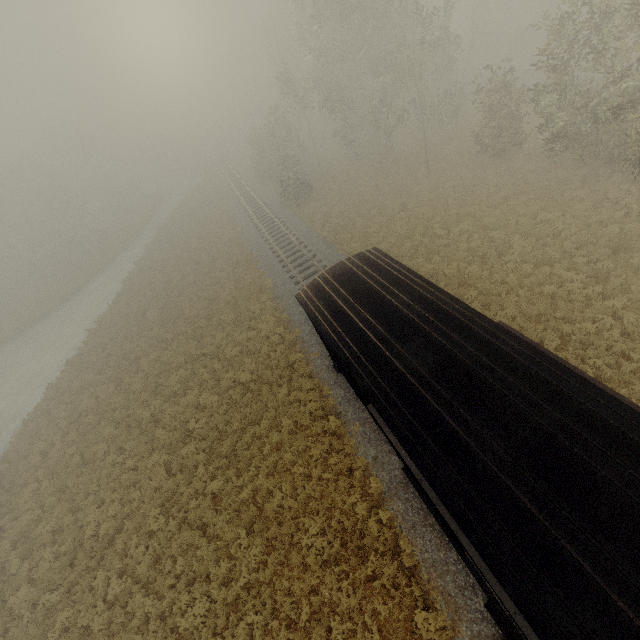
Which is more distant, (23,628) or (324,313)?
(23,628)
